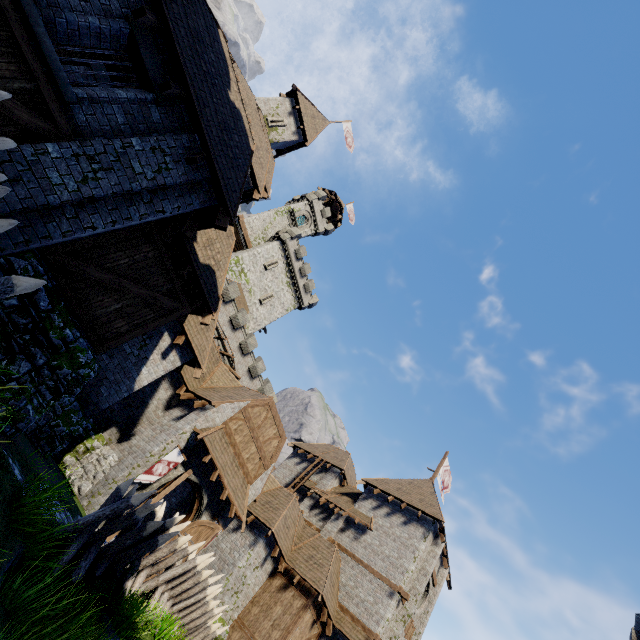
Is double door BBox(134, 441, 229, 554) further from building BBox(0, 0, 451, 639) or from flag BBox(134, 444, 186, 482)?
building BBox(0, 0, 451, 639)

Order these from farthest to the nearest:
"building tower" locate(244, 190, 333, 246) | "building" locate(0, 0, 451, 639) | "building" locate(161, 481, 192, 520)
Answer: "building tower" locate(244, 190, 333, 246) → "building" locate(161, 481, 192, 520) → "building" locate(0, 0, 451, 639)

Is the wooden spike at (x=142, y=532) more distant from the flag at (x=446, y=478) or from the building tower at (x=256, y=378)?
the flag at (x=446, y=478)

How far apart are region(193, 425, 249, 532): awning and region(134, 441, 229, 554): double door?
0.45m

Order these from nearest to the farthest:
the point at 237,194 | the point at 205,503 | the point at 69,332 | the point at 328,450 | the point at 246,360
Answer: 1. the point at 69,332
2. the point at 237,194
3. the point at 205,503
4. the point at 328,450
5. the point at 246,360

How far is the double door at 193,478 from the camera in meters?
13.8

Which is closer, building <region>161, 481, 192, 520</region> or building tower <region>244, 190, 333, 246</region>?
building <region>161, 481, 192, 520</region>

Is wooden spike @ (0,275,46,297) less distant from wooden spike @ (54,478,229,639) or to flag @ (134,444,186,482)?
wooden spike @ (54,478,229,639)
